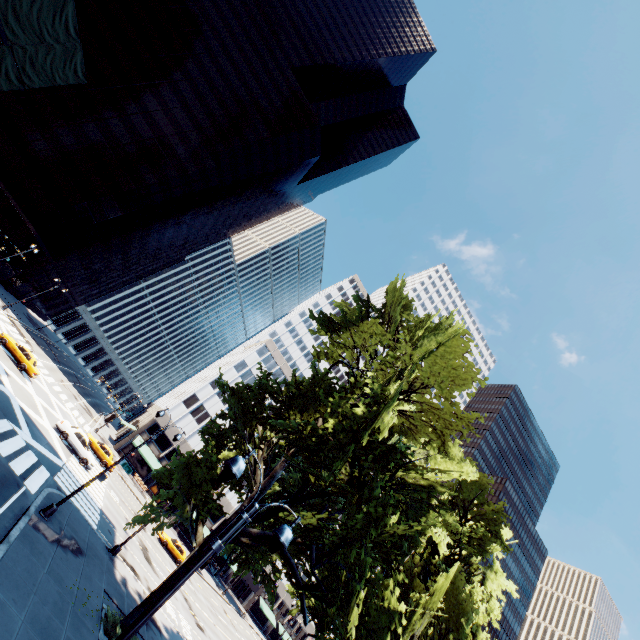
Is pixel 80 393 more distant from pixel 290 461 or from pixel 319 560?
pixel 319 560

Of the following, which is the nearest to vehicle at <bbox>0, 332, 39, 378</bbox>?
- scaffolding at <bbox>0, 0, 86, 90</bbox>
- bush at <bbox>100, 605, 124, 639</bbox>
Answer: scaffolding at <bbox>0, 0, 86, 90</bbox>

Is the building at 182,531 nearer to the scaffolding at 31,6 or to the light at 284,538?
Result: the scaffolding at 31,6

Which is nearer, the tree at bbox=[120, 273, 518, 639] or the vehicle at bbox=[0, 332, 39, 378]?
the tree at bbox=[120, 273, 518, 639]

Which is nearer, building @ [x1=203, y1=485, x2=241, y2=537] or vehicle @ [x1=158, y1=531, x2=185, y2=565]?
vehicle @ [x1=158, y1=531, x2=185, y2=565]

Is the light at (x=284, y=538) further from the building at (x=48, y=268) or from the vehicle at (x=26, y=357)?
the building at (x=48, y=268)

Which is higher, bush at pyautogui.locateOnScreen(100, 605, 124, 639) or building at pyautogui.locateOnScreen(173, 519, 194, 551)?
building at pyautogui.locateOnScreen(173, 519, 194, 551)

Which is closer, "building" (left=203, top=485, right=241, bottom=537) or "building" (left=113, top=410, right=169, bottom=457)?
"building" (left=113, top=410, right=169, bottom=457)
